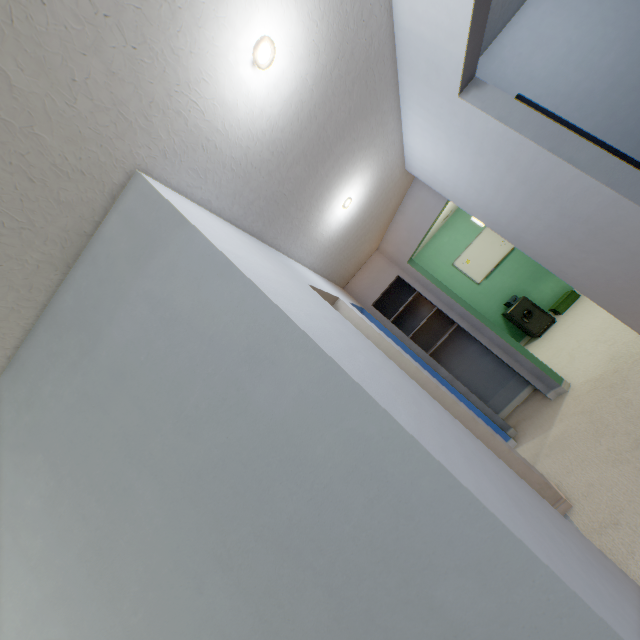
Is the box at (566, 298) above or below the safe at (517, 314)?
below

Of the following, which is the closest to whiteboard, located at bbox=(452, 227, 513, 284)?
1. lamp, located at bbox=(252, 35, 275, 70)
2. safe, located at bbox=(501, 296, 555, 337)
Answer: safe, located at bbox=(501, 296, 555, 337)

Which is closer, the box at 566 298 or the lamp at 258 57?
the lamp at 258 57

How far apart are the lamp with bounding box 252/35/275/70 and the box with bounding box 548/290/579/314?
5.8 meters

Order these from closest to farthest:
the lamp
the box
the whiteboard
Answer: the lamp, the box, the whiteboard

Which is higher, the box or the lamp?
the lamp

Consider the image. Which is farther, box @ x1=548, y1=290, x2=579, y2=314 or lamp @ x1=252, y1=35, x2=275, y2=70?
box @ x1=548, y1=290, x2=579, y2=314

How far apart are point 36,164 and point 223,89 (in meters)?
0.63
